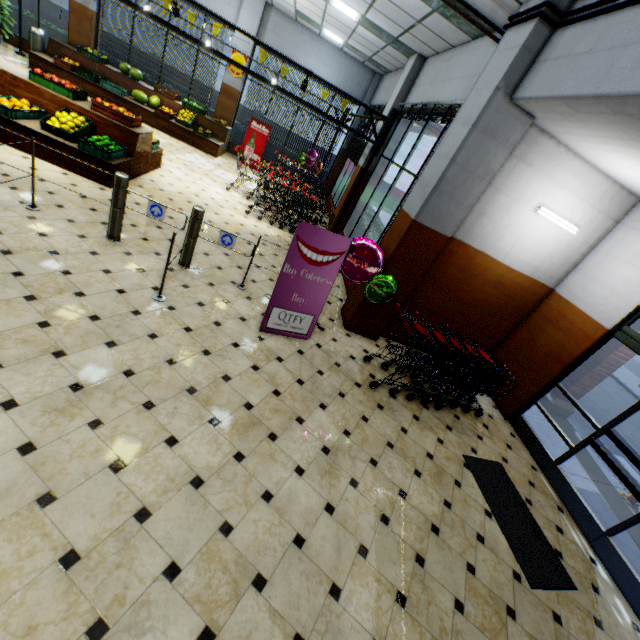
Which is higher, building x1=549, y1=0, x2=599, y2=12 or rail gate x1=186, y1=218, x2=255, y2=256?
building x1=549, y1=0, x2=599, y2=12

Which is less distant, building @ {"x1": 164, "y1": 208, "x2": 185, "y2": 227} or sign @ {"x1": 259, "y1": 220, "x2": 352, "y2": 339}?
sign @ {"x1": 259, "y1": 220, "x2": 352, "y2": 339}

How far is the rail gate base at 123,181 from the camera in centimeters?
437cm

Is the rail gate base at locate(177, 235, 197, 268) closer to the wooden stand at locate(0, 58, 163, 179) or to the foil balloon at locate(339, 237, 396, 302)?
the foil balloon at locate(339, 237, 396, 302)

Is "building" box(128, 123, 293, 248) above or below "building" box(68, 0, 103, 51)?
below

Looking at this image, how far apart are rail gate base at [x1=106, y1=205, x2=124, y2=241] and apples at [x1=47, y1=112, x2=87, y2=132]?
2.5m

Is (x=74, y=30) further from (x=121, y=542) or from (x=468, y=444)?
(x=468, y=444)

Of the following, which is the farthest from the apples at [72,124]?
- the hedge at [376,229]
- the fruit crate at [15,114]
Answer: the hedge at [376,229]
